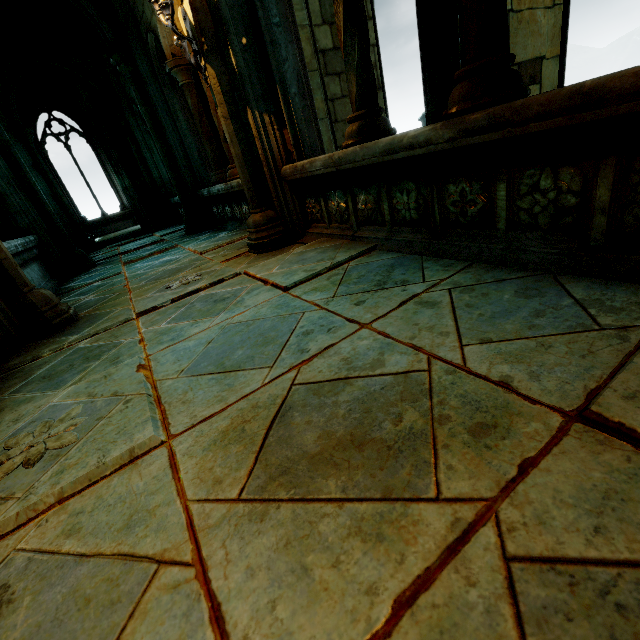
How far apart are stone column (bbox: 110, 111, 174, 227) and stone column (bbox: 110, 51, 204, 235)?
3.5 meters

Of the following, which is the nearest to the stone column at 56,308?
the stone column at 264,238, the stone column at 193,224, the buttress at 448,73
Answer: the stone column at 264,238

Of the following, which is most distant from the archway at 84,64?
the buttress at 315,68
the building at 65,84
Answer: the buttress at 315,68

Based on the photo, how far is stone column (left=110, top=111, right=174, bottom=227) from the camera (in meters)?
9.05

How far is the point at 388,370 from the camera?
1.3m

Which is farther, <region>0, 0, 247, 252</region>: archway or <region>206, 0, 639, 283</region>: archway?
<region>0, 0, 247, 252</region>: archway

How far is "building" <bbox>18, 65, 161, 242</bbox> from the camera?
8.95m

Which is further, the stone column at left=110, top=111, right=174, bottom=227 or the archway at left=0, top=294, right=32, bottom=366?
the stone column at left=110, top=111, right=174, bottom=227
